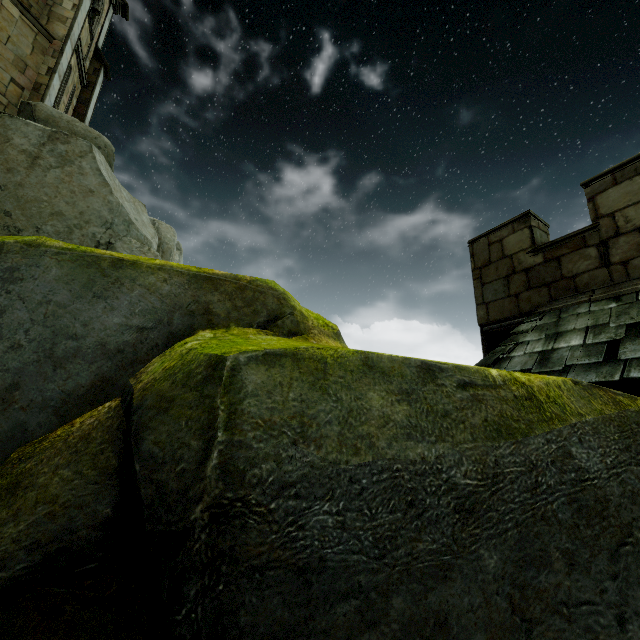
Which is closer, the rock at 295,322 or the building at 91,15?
the rock at 295,322

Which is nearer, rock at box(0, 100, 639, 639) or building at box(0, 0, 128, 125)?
rock at box(0, 100, 639, 639)

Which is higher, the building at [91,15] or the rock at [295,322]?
the building at [91,15]

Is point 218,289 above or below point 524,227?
below

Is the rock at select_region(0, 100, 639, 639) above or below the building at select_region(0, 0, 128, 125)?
below
